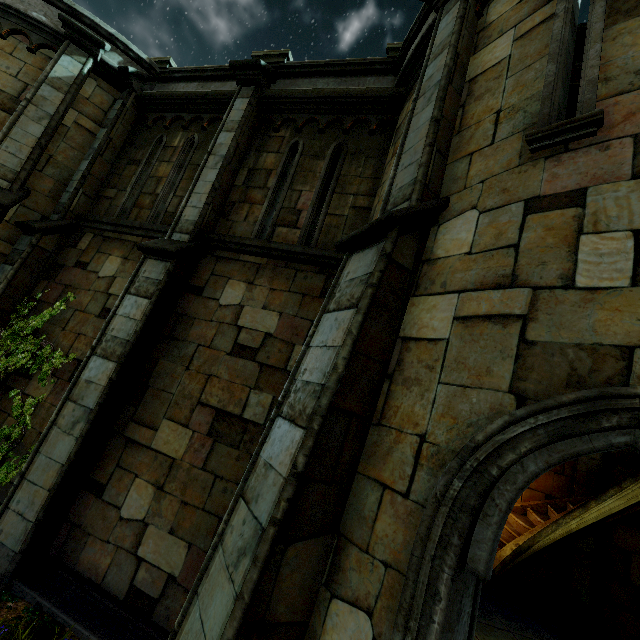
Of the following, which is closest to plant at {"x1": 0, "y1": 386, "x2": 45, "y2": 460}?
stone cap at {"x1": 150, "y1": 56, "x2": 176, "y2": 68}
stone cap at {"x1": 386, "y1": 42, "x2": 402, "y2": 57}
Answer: stone cap at {"x1": 150, "y1": 56, "x2": 176, "y2": 68}

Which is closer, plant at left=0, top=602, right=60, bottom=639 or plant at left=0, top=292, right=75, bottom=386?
plant at left=0, top=602, right=60, bottom=639

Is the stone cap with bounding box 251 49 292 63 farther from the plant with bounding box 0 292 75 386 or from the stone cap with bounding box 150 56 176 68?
the plant with bounding box 0 292 75 386

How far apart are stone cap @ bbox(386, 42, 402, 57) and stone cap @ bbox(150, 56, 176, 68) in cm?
561

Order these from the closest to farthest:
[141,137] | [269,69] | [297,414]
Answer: [297,414] < [269,69] < [141,137]

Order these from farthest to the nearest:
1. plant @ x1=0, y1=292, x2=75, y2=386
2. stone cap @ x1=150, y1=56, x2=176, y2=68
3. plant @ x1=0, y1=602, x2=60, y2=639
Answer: stone cap @ x1=150, y1=56, x2=176, y2=68
plant @ x1=0, y1=292, x2=75, y2=386
plant @ x1=0, y1=602, x2=60, y2=639

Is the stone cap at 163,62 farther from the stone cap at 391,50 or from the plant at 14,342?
the plant at 14,342

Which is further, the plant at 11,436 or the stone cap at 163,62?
the stone cap at 163,62
